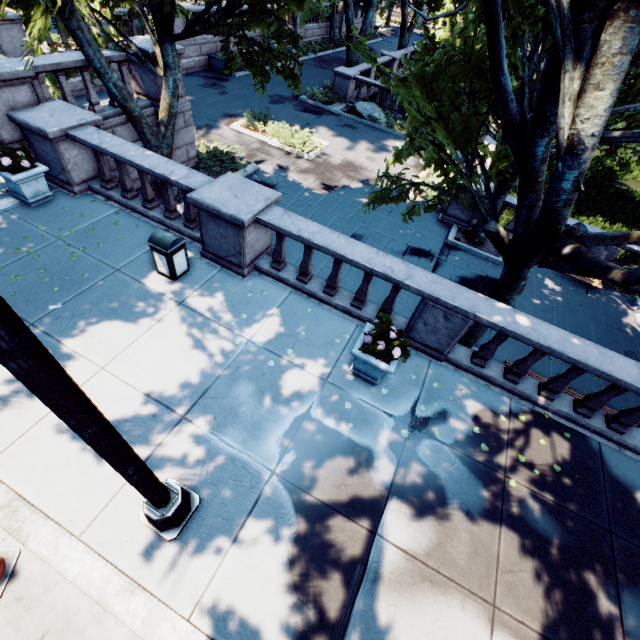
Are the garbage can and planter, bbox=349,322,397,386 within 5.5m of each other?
yes

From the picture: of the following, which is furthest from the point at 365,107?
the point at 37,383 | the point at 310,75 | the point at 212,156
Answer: the point at 37,383

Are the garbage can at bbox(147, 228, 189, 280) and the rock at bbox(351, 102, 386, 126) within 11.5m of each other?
no

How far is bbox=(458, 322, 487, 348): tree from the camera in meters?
7.8 m

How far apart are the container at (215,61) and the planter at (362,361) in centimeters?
2447cm

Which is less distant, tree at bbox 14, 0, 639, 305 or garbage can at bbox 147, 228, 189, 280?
tree at bbox 14, 0, 639, 305

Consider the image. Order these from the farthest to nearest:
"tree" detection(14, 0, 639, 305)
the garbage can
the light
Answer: the garbage can
"tree" detection(14, 0, 639, 305)
the light

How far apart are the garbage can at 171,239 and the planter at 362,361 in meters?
4.2 m
